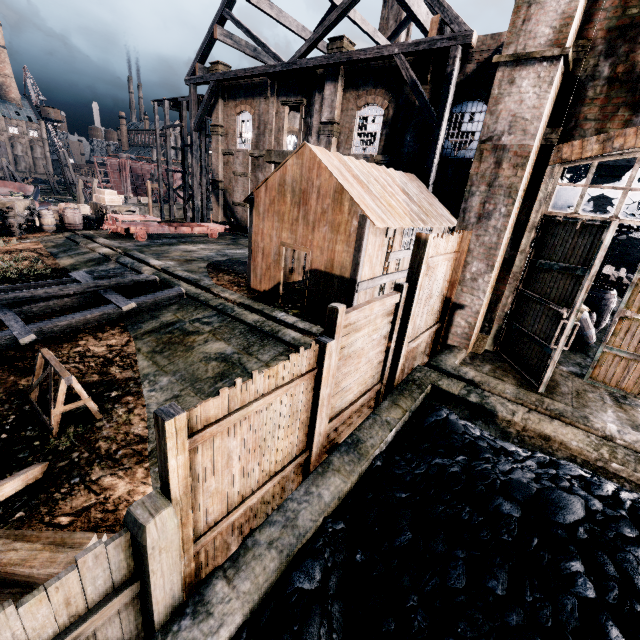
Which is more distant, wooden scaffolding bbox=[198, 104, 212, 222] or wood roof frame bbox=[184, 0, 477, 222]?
wooden scaffolding bbox=[198, 104, 212, 222]

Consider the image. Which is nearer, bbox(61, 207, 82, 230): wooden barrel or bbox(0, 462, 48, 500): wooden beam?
bbox(0, 462, 48, 500): wooden beam

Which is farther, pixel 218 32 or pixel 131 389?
pixel 218 32

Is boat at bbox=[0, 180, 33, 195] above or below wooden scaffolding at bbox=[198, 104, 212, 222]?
below

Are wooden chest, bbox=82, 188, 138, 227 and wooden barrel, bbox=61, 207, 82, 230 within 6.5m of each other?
yes

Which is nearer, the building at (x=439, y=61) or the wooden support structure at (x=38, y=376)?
the wooden support structure at (x=38, y=376)

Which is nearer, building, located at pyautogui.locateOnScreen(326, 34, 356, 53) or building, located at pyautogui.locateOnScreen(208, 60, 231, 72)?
building, located at pyautogui.locateOnScreen(326, 34, 356, 53)

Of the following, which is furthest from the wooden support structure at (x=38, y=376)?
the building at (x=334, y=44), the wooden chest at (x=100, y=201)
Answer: the wooden chest at (x=100, y=201)
